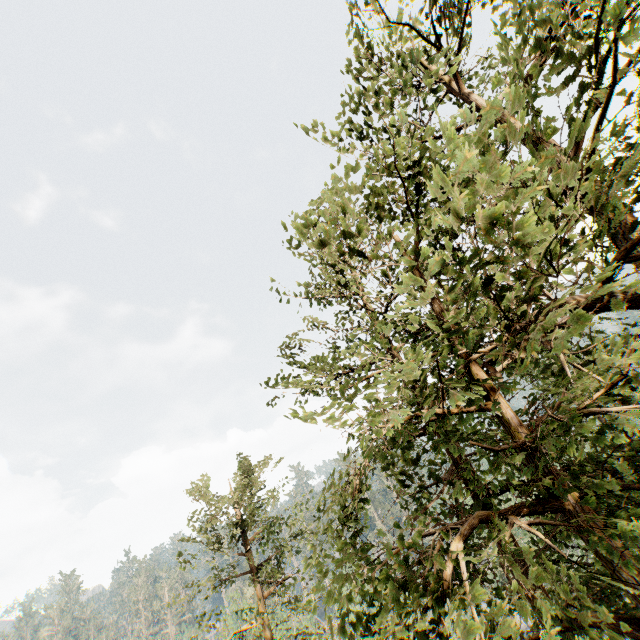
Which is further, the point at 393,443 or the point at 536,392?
the point at 536,392
